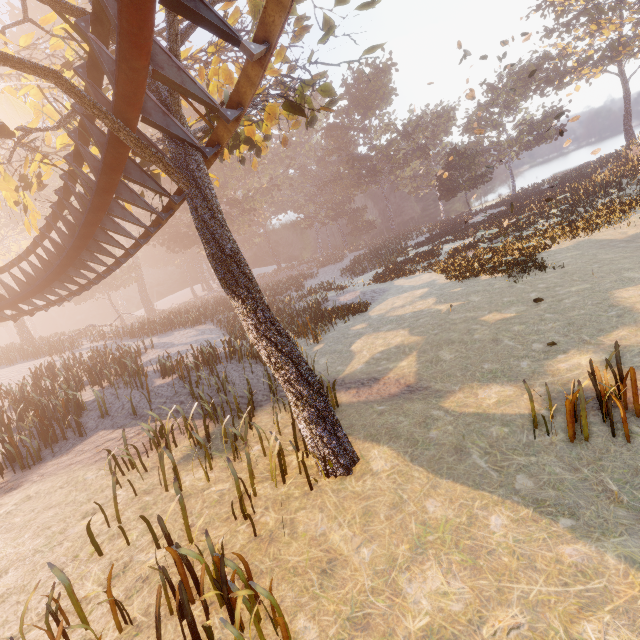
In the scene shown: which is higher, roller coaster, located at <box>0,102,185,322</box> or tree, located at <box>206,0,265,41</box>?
tree, located at <box>206,0,265,41</box>

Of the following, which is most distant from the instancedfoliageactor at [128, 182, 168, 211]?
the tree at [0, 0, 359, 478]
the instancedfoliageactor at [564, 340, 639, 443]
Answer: the instancedfoliageactor at [564, 340, 639, 443]

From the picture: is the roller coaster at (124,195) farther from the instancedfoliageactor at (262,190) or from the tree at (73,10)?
the instancedfoliageactor at (262,190)

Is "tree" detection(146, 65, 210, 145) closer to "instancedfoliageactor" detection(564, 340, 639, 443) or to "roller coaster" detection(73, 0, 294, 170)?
"roller coaster" detection(73, 0, 294, 170)

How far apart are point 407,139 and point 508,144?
19.4m

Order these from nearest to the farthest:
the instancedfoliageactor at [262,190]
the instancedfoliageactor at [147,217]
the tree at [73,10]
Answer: the tree at [73,10] < the instancedfoliageactor at [147,217] < the instancedfoliageactor at [262,190]

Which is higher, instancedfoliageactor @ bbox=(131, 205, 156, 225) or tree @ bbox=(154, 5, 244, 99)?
instancedfoliageactor @ bbox=(131, 205, 156, 225)

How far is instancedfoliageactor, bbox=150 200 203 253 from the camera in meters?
41.0
